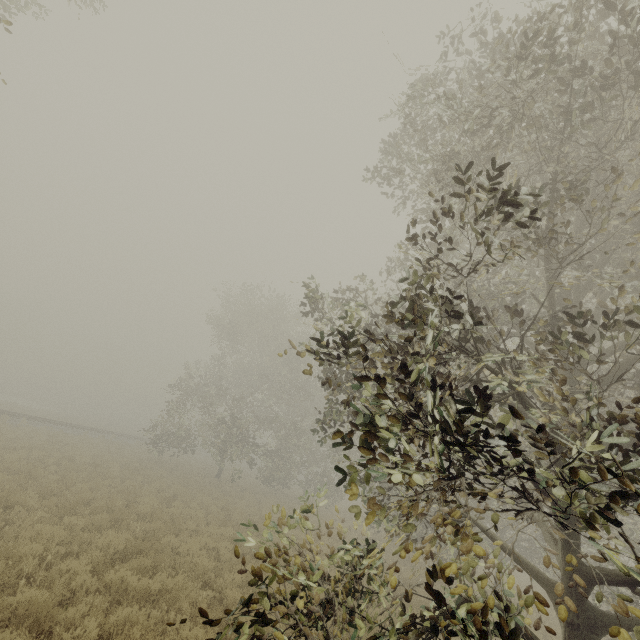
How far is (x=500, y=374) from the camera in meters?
4.0
